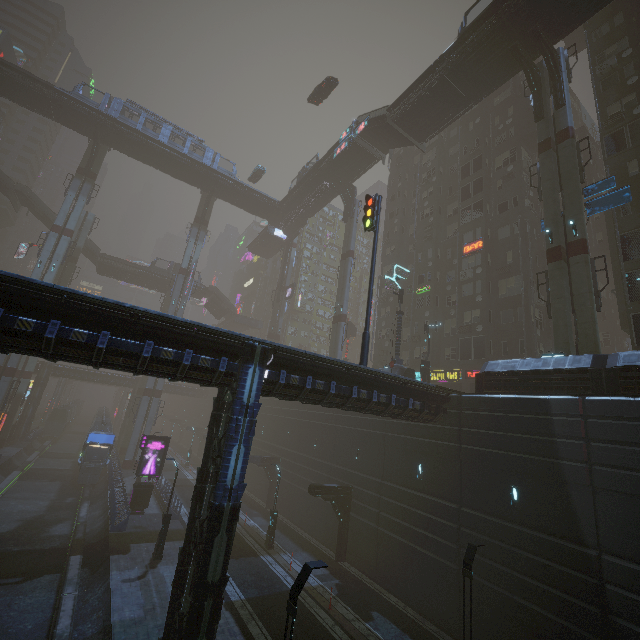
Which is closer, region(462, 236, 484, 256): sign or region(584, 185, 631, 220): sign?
region(584, 185, 631, 220): sign

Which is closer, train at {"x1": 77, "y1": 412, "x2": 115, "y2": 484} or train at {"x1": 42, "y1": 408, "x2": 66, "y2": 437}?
train at {"x1": 77, "y1": 412, "x2": 115, "y2": 484}

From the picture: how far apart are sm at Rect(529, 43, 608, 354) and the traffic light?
11.81m

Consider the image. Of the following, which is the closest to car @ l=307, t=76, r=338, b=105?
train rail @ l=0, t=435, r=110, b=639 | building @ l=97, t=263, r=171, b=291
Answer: building @ l=97, t=263, r=171, b=291

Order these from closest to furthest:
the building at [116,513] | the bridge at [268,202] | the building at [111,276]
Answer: the building at [116,513] → the bridge at [268,202] → the building at [111,276]

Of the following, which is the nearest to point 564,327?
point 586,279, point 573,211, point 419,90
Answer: point 586,279

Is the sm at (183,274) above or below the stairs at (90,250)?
below

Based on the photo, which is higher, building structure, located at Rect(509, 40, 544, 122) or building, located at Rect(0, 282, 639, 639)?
building structure, located at Rect(509, 40, 544, 122)
